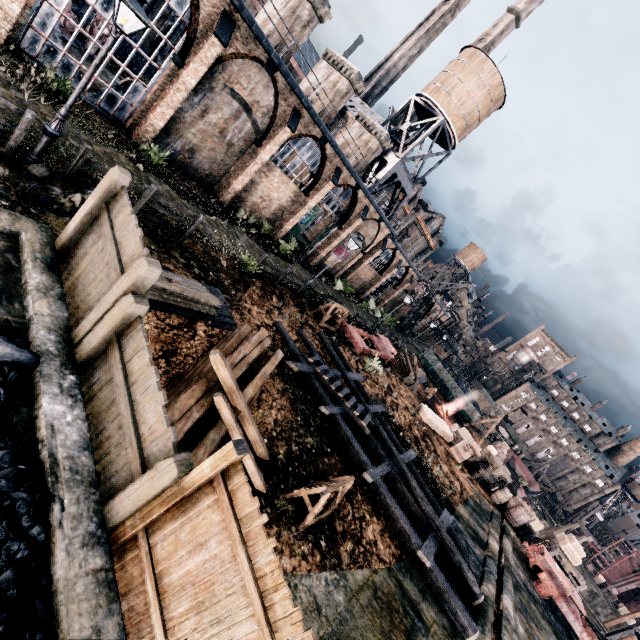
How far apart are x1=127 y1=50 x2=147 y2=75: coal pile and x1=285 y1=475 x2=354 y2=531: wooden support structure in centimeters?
3228cm

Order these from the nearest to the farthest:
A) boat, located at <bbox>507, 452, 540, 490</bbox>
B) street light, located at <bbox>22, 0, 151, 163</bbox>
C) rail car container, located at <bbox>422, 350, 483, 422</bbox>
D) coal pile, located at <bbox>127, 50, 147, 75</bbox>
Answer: street light, located at <bbox>22, 0, 151, 163</bbox> < coal pile, located at <bbox>127, 50, 147, 75</bbox> < rail car container, located at <bbox>422, 350, 483, 422</bbox> < boat, located at <bbox>507, 452, 540, 490</bbox>

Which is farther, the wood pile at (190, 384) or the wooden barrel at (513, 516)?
A: the wooden barrel at (513, 516)

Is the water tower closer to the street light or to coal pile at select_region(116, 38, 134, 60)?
coal pile at select_region(116, 38, 134, 60)

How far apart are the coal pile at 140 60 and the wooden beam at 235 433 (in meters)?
30.02

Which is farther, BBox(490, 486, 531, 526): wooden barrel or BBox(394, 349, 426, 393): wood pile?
BBox(394, 349, 426, 393): wood pile

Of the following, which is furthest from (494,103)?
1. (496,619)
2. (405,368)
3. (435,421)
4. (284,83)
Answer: (496,619)

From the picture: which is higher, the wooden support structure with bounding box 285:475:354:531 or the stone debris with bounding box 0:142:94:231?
the wooden support structure with bounding box 285:475:354:531
